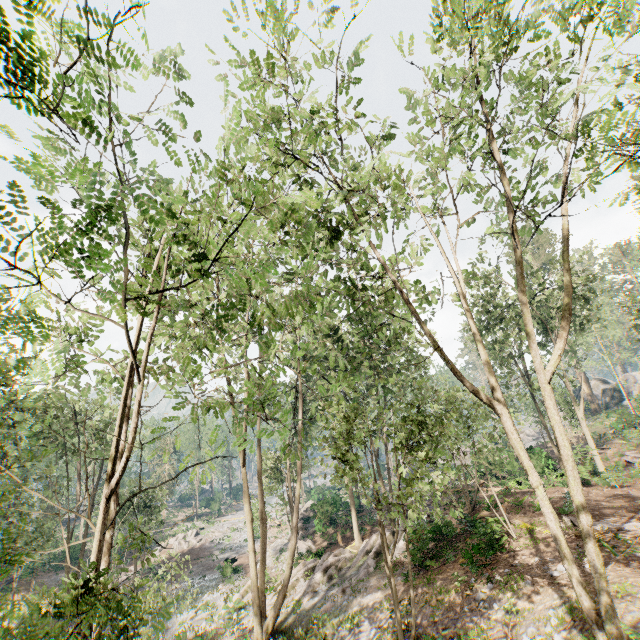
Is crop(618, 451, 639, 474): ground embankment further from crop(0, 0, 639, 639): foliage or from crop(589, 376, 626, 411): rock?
crop(589, 376, 626, 411): rock

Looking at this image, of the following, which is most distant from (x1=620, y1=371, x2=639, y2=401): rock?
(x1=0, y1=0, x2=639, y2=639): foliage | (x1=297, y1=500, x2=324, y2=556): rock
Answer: (x1=297, y1=500, x2=324, y2=556): rock

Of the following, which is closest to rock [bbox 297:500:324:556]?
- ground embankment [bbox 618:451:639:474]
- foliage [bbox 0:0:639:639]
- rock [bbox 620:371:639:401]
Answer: foliage [bbox 0:0:639:639]

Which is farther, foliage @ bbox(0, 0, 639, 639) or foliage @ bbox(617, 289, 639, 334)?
foliage @ bbox(617, 289, 639, 334)

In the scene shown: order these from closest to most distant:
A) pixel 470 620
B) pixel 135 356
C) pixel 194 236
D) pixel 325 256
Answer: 1. pixel 135 356
2. pixel 470 620
3. pixel 325 256
4. pixel 194 236

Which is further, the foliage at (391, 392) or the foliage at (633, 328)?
the foliage at (633, 328)

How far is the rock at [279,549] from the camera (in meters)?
27.71

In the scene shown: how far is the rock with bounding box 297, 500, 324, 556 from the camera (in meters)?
28.31
